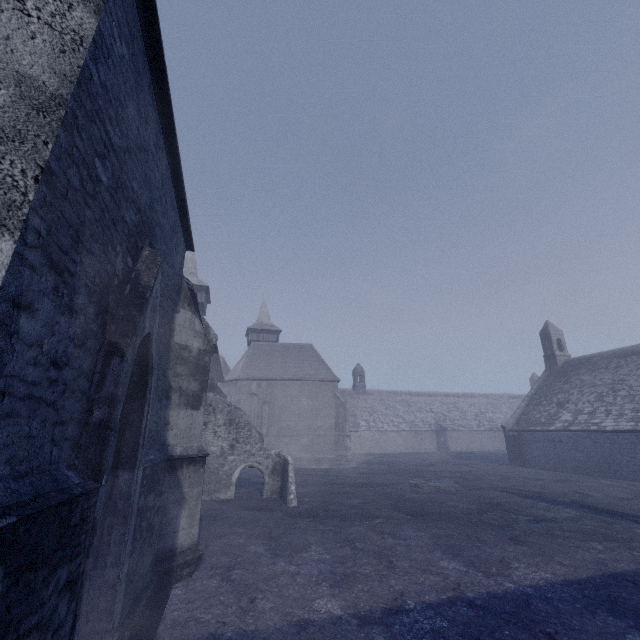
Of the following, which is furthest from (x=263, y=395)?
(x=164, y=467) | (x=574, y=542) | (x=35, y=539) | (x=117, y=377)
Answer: (x=35, y=539)
